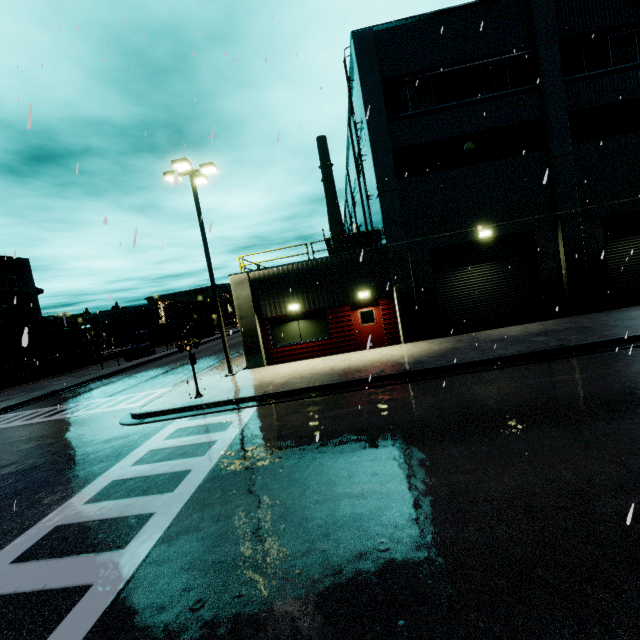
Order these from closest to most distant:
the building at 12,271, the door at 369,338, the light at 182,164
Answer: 1. the light at 182,164
2. the door at 369,338
3. the building at 12,271

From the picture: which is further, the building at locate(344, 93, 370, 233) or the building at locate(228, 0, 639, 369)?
the building at locate(344, 93, 370, 233)

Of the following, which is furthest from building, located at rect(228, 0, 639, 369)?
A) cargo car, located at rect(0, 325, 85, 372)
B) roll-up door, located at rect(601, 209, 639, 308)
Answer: cargo car, located at rect(0, 325, 85, 372)

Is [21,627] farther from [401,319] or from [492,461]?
[401,319]

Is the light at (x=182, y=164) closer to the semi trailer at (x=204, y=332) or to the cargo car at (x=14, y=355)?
the cargo car at (x=14, y=355)

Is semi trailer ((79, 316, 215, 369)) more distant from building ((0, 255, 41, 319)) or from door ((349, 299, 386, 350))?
door ((349, 299, 386, 350))

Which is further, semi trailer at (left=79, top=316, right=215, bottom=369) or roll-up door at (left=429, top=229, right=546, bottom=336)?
semi trailer at (left=79, top=316, right=215, bottom=369)

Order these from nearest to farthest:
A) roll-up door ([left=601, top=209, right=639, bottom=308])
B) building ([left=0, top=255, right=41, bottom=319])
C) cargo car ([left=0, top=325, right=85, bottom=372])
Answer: roll-up door ([left=601, top=209, right=639, bottom=308]), cargo car ([left=0, top=325, right=85, bottom=372]), building ([left=0, top=255, right=41, bottom=319])
